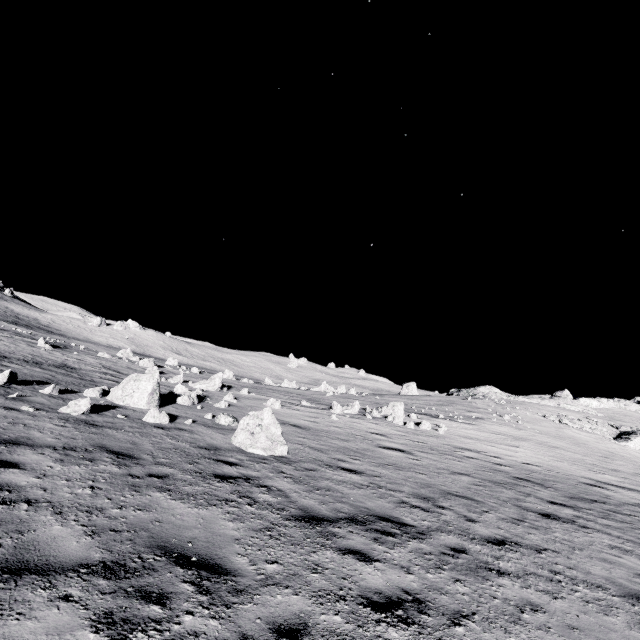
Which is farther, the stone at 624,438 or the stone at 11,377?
the stone at 624,438

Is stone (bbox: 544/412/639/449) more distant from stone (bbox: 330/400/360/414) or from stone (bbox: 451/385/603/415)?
stone (bbox: 330/400/360/414)

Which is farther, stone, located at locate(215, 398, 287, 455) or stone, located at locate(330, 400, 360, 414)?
stone, located at locate(330, 400, 360, 414)

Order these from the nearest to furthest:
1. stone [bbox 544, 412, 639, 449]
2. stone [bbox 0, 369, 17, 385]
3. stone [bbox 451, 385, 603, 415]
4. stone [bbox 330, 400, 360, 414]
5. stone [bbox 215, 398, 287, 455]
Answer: stone [bbox 215, 398, 287, 455] < stone [bbox 0, 369, 17, 385] < stone [bbox 330, 400, 360, 414] < stone [bbox 544, 412, 639, 449] < stone [bbox 451, 385, 603, 415]

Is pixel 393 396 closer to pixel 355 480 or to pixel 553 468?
pixel 553 468

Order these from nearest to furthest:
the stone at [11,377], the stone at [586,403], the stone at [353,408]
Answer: the stone at [11,377] < the stone at [353,408] < the stone at [586,403]

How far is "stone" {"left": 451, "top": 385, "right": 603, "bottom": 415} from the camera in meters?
50.4 m

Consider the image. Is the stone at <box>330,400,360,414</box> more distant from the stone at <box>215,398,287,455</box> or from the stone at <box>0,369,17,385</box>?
the stone at <box>0,369,17,385</box>
